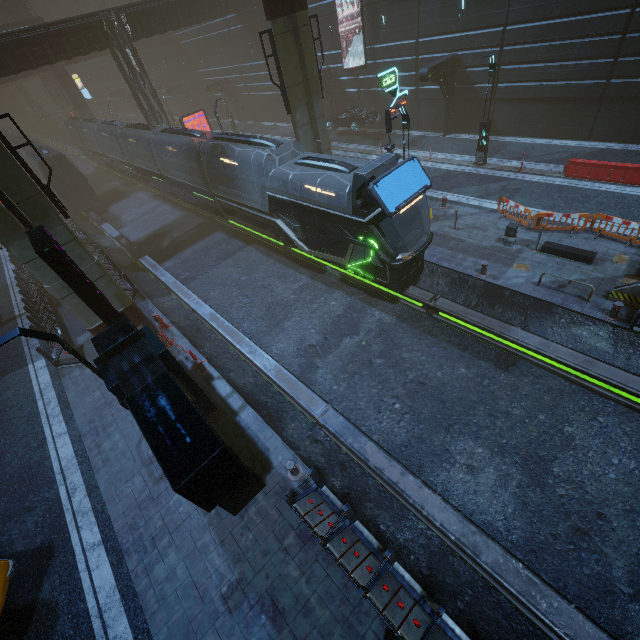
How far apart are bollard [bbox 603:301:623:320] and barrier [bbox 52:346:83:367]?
20.7m

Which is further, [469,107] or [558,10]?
[469,107]

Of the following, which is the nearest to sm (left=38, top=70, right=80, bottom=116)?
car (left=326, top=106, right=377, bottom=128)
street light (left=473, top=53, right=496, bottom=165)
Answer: street light (left=473, top=53, right=496, bottom=165)

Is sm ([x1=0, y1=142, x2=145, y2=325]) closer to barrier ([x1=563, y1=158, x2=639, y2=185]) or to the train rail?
the train rail

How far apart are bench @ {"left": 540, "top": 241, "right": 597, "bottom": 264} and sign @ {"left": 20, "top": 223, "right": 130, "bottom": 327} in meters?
16.5 m

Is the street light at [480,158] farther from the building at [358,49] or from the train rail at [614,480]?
the train rail at [614,480]

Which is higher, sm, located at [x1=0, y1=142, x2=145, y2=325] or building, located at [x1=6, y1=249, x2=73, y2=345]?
sm, located at [x1=0, y1=142, x2=145, y2=325]

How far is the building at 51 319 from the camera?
16.0 meters
